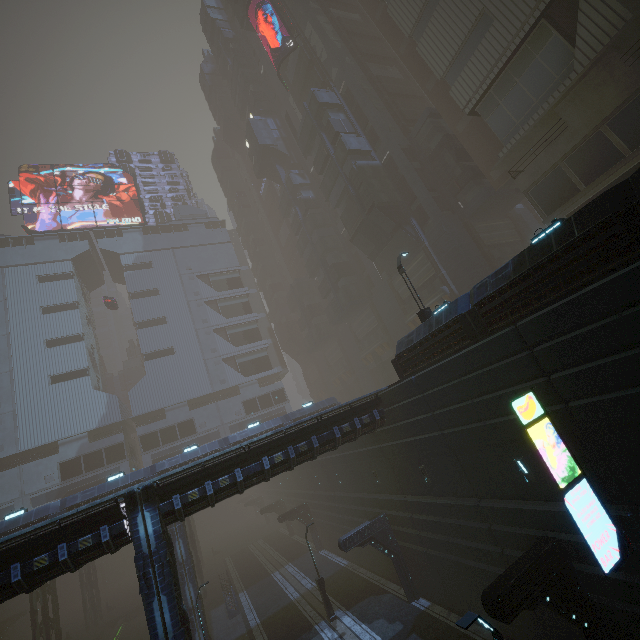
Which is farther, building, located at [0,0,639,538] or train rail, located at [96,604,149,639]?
train rail, located at [96,604,149,639]

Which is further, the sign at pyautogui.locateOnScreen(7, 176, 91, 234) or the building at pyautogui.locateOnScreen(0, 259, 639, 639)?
the sign at pyautogui.locateOnScreen(7, 176, 91, 234)

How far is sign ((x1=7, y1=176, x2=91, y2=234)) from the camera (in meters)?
56.91

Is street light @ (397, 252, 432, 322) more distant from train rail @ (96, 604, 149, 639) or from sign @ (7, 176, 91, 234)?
sign @ (7, 176, 91, 234)

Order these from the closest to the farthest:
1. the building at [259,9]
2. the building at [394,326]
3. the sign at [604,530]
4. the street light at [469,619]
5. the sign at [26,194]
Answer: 1. the street light at [469,619]
2. the sign at [604,530]
3. the building at [394,326]
4. the building at [259,9]
5. the sign at [26,194]

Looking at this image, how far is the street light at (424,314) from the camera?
A: 17.99m

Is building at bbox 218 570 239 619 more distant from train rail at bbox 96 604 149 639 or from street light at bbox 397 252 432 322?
street light at bbox 397 252 432 322

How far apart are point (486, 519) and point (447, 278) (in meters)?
21.83
